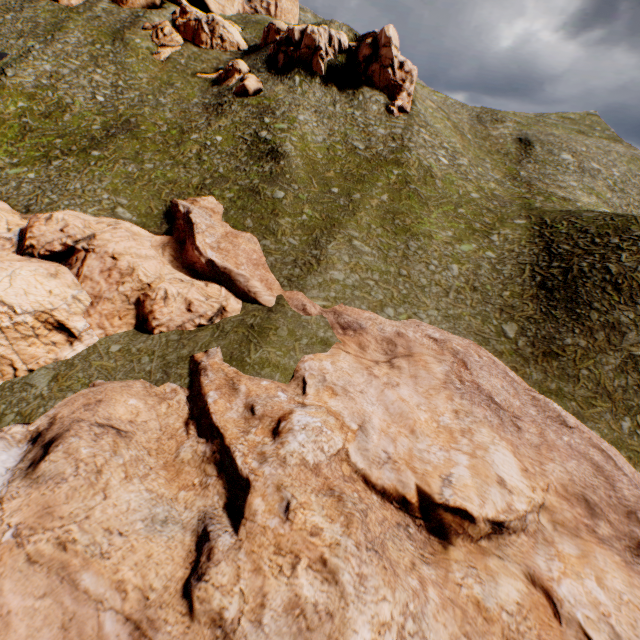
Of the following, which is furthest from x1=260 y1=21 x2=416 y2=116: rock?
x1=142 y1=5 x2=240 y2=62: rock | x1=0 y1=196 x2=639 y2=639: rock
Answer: x1=0 y1=196 x2=639 y2=639: rock

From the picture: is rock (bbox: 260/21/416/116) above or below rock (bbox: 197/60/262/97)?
above

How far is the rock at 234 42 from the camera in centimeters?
5446cm

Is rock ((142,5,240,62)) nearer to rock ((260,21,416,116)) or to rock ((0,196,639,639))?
rock ((260,21,416,116))

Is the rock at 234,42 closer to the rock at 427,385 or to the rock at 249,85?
the rock at 249,85

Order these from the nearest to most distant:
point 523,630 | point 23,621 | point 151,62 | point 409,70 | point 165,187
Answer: point 23,621 → point 523,630 → point 165,187 → point 409,70 → point 151,62
